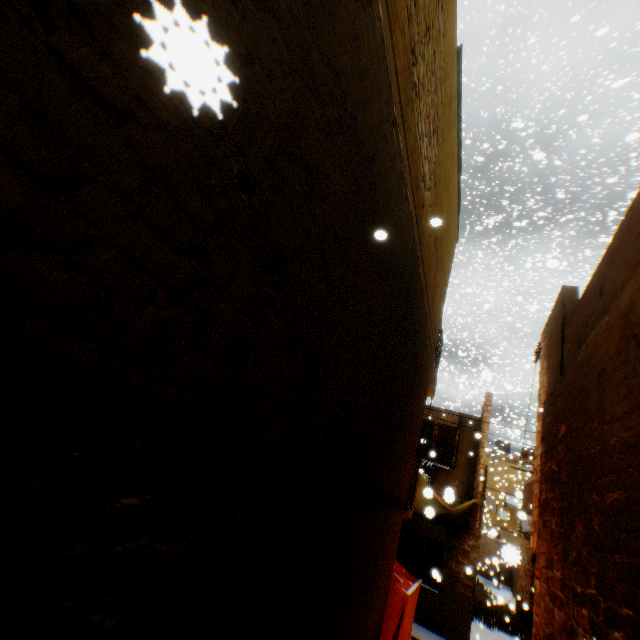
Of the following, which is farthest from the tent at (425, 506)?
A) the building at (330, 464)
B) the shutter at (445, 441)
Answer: the shutter at (445, 441)

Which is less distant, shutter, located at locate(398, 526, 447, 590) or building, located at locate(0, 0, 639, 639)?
building, located at locate(0, 0, 639, 639)

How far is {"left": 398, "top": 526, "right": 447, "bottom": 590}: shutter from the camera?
12.13m

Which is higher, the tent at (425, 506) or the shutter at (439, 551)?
the tent at (425, 506)

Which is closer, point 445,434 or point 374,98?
point 374,98

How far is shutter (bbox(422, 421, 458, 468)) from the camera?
12.5 meters

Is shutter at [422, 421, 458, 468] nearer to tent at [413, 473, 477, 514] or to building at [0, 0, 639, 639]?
building at [0, 0, 639, 639]

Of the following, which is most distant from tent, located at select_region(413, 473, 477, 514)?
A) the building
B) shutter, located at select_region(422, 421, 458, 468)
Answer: shutter, located at select_region(422, 421, 458, 468)
